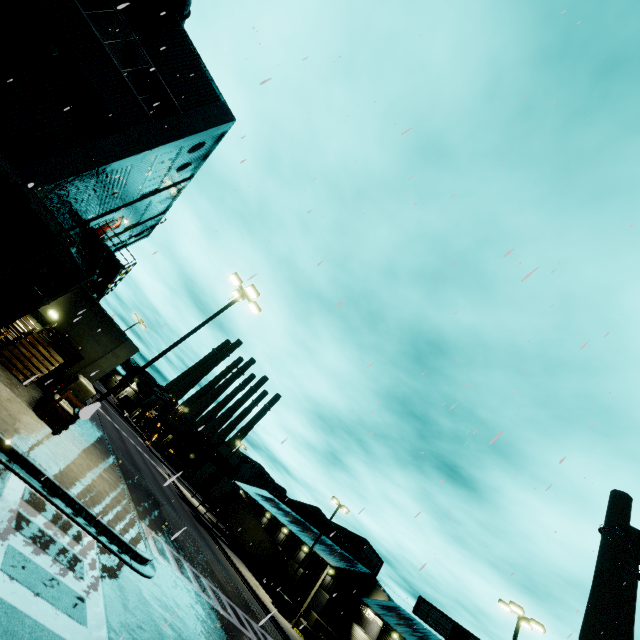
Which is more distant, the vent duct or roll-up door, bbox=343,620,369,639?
roll-up door, bbox=343,620,369,639

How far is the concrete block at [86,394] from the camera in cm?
1278

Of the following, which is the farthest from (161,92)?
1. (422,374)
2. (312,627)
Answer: (312,627)

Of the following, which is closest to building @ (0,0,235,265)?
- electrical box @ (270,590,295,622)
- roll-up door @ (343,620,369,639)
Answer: roll-up door @ (343,620,369,639)

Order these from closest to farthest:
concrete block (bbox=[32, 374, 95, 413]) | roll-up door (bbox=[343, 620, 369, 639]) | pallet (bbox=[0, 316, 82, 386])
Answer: concrete block (bbox=[32, 374, 95, 413]), pallet (bbox=[0, 316, 82, 386]), roll-up door (bbox=[343, 620, 369, 639])

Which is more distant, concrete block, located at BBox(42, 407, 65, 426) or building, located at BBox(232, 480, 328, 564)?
building, located at BBox(232, 480, 328, 564)

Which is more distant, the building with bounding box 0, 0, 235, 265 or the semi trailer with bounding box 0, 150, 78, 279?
the building with bounding box 0, 0, 235, 265

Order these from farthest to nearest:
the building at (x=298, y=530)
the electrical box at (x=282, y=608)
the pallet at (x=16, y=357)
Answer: the building at (x=298, y=530) < the electrical box at (x=282, y=608) < the pallet at (x=16, y=357)
